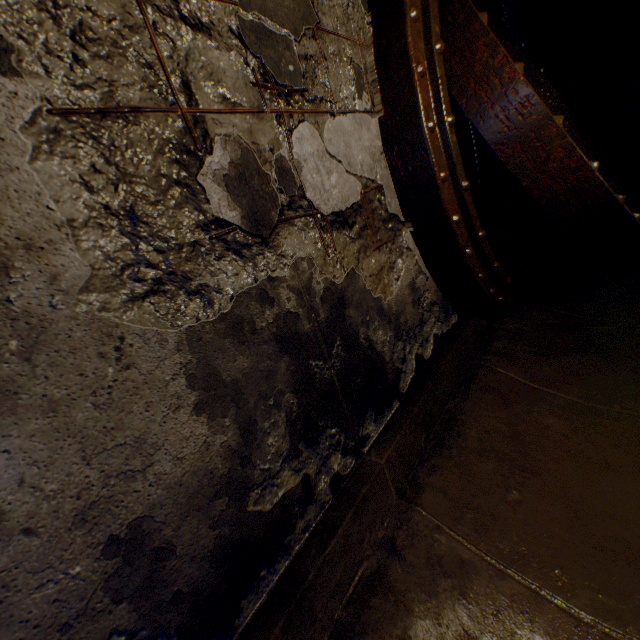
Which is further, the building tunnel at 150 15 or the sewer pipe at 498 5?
the sewer pipe at 498 5

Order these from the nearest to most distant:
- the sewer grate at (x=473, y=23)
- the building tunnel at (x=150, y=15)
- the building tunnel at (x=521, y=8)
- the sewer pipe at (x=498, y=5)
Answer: the building tunnel at (x=150, y=15) → the sewer grate at (x=473, y=23) → the sewer pipe at (x=498, y=5) → the building tunnel at (x=521, y=8)

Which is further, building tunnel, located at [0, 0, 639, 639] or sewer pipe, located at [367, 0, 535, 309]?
sewer pipe, located at [367, 0, 535, 309]

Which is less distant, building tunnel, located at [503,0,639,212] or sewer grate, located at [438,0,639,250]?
sewer grate, located at [438,0,639,250]

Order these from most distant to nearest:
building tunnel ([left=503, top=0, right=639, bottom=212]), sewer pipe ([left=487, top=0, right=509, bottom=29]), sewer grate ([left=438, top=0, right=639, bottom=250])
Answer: building tunnel ([left=503, top=0, right=639, bottom=212])
sewer pipe ([left=487, top=0, right=509, bottom=29])
sewer grate ([left=438, top=0, right=639, bottom=250])

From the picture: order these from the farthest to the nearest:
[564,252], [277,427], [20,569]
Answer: [564,252] < [277,427] < [20,569]

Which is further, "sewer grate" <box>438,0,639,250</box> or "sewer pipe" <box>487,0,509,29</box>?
"sewer pipe" <box>487,0,509,29</box>
